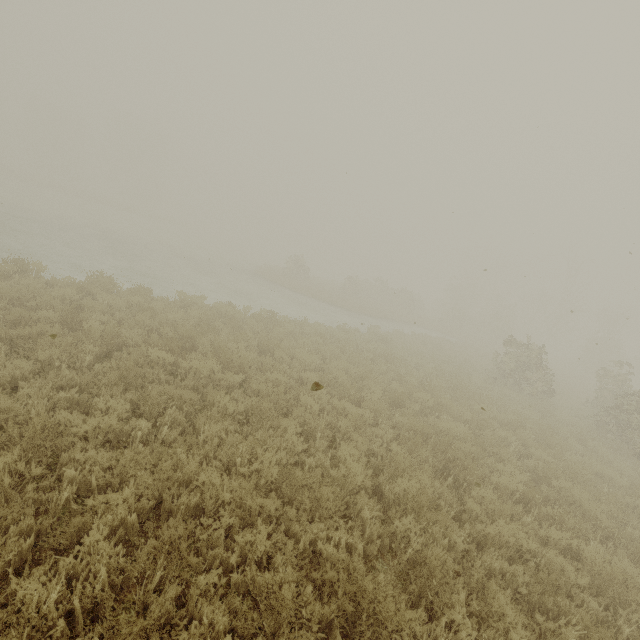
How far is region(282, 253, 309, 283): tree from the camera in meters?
31.5 m

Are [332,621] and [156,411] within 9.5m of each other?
yes

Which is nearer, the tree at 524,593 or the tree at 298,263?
the tree at 524,593

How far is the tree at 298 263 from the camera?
31.5 meters

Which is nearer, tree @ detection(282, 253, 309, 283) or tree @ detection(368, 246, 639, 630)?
tree @ detection(368, 246, 639, 630)
